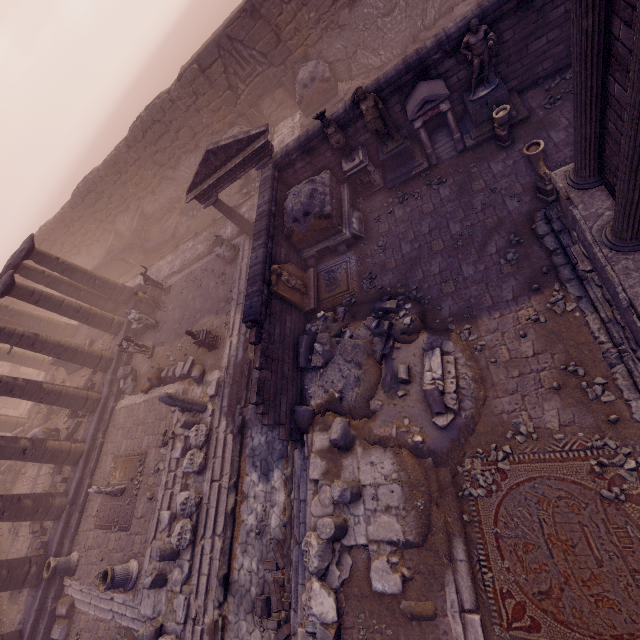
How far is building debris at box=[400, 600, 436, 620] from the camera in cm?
597

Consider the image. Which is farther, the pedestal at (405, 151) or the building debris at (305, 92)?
the building debris at (305, 92)

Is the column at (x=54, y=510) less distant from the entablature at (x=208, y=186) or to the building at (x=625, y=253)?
the entablature at (x=208, y=186)

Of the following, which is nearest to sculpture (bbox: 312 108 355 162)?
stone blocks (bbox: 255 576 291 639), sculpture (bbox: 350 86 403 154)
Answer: sculpture (bbox: 350 86 403 154)

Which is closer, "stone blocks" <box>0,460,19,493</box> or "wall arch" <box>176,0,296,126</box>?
"wall arch" <box>176,0,296,126</box>

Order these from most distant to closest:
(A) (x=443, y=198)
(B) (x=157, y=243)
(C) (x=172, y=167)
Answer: (B) (x=157, y=243) < (C) (x=172, y=167) < (A) (x=443, y=198)

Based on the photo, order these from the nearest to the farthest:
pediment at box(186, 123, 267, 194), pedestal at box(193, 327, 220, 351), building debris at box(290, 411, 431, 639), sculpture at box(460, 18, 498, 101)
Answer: building debris at box(290, 411, 431, 639)
sculpture at box(460, 18, 498, 101)
pediment at box(186, 123, 267, 194)
pedestal at box(193, 327, 220, 351)

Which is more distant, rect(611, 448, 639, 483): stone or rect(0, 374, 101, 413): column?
rect(0, 374, 101, 413): column
